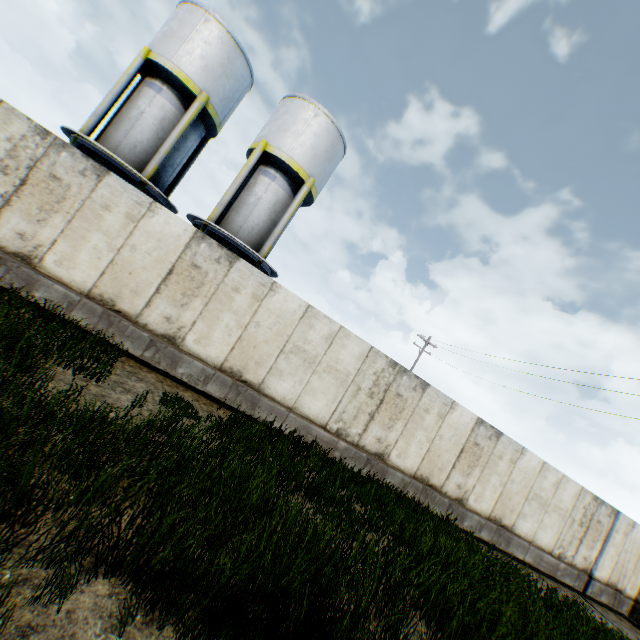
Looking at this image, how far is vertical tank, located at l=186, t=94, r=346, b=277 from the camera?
14.7 meters

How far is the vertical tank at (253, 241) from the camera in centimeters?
1467cm

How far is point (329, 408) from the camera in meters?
9.8 m

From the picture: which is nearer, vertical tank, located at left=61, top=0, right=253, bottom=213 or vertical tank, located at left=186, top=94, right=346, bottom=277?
vertical tank, located at left=61, top=0, right=253, bottom=213

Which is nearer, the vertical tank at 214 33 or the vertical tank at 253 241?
the vertical tank at 214 33
